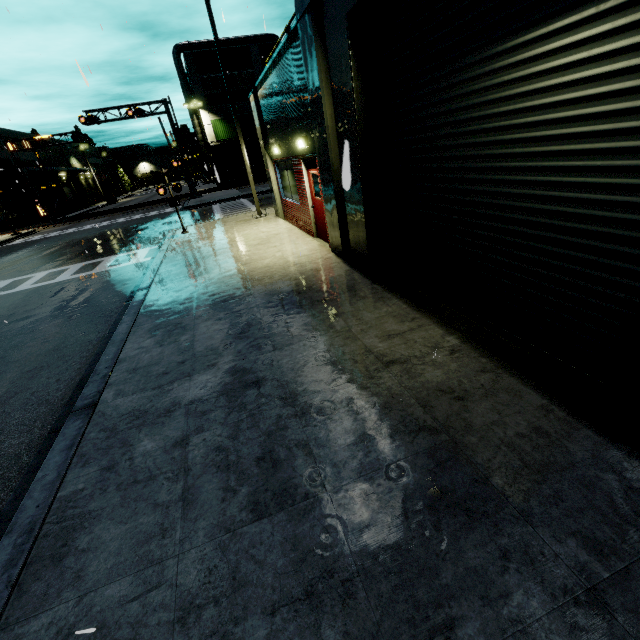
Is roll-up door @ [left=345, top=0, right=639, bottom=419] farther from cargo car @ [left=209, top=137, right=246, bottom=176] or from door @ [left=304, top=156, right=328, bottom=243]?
door @ [left=304, top=156, right=328, bottom=243]

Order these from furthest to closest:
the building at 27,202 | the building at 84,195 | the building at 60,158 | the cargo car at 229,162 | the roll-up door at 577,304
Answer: the building at 84,195 < the building at 60,158 < the cargo car at 229,162 < the building at 27,202 < the roll-up door at 577,304

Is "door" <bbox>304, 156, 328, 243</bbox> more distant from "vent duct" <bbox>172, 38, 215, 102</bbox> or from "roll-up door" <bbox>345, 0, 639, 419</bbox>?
"vent duct" <bbox>172, 38, 215, 102</bbox>

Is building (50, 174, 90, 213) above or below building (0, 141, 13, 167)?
below

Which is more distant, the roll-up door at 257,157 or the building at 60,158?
the roll-up door at 257,157

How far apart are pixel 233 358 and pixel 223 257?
6.3m

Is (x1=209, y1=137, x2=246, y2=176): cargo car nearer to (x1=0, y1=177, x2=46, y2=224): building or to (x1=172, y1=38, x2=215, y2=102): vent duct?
(x1=172, y1=38, x2=215, y2=102): vent duct
